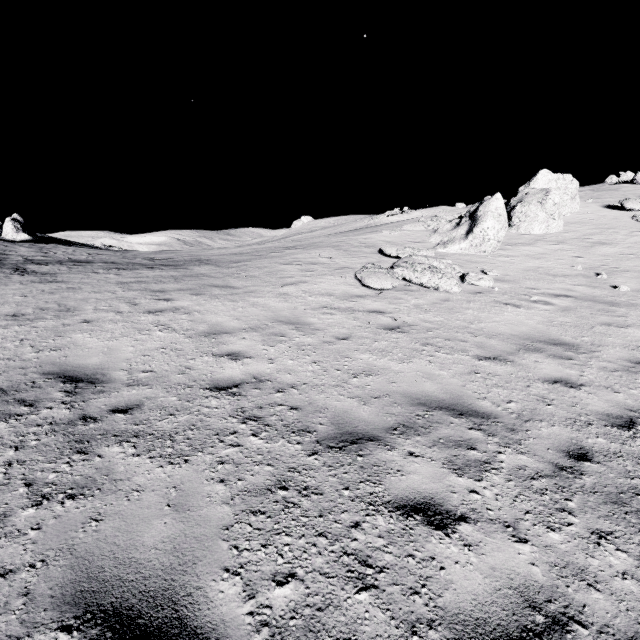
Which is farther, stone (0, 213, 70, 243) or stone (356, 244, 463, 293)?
stone (0, 213, 70, 243)

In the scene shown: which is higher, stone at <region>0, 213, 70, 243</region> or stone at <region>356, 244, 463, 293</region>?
stone at <region>0, 213, 70, 243</region>

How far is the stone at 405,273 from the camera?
9.70m

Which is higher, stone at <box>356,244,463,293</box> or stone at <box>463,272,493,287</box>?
stone at <box>356,244,463,293</box>

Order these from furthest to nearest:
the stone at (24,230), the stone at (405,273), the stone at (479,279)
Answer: the stone at (24,230) < the stone at (479,279) < the stone at (405,273)

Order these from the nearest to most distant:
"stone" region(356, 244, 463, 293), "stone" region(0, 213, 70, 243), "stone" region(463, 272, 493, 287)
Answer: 1. "stone" region(356, 244, 463, 293)
2. "stone" region(463, 272, 493, 287)
3. "stone" region(0, 213, 70, 243)

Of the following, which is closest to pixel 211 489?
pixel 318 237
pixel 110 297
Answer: pixel 110 297
